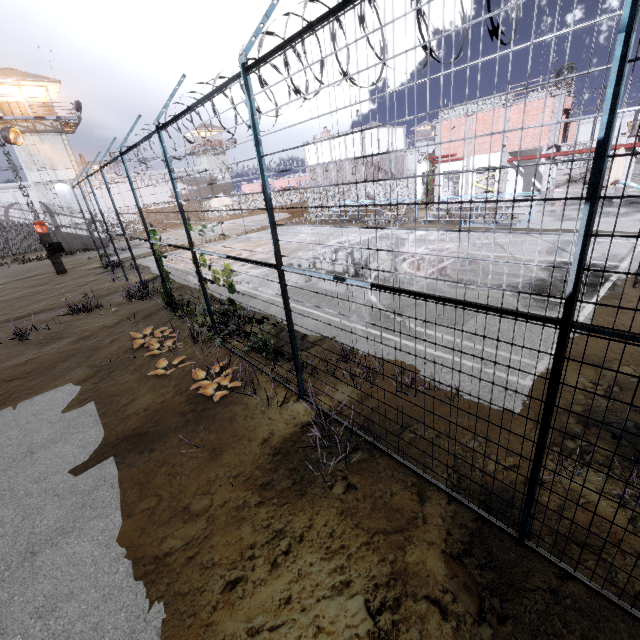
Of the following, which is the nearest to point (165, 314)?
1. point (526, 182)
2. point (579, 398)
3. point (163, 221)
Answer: point (579, 398)

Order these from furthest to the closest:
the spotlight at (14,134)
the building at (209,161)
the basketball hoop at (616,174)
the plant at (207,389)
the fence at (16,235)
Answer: the building at (209,161), the fence at (16,235), the spotlight at (14,134), the basketball hoop at (616,174), the plant at (207,389)

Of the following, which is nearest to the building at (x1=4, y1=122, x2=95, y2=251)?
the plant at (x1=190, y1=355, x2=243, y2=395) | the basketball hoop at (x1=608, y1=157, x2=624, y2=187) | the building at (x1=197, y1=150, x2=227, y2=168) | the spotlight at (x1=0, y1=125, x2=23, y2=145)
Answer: the spotlight at (x1=0, y1=125, x2=23, y2=145)

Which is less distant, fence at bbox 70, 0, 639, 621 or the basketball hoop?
fence at bbox 70, 0, 639, 621

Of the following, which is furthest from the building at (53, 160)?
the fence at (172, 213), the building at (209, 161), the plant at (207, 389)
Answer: the plant at (207, 389)

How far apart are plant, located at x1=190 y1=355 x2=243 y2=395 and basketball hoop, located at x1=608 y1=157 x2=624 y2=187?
10.7 meters

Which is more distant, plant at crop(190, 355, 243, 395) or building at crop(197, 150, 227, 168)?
building at crop(197, 150, 227, 168)
